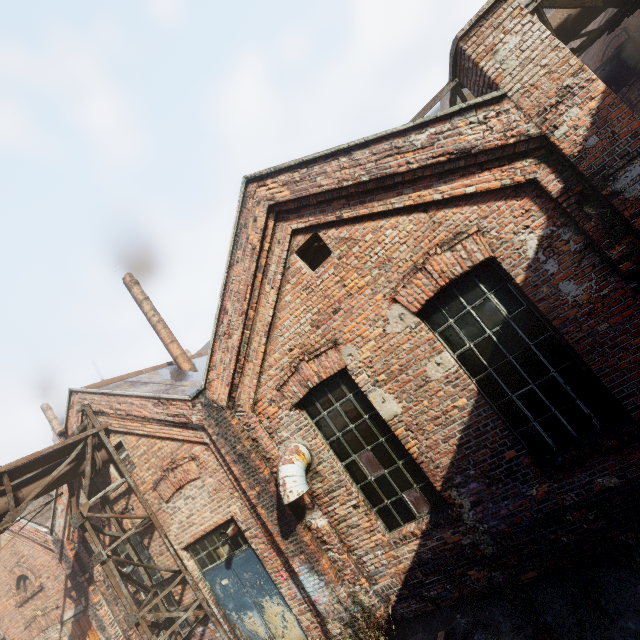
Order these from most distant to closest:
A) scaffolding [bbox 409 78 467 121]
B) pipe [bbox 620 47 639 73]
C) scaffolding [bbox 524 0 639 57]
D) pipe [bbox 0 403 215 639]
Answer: pipe [bbox 620 47 639 73] → pipe [bbox 0 403 215 639] → scaffolding [bbox 409 78 467 121] → scaffolding [bbox 524 0 639 57]

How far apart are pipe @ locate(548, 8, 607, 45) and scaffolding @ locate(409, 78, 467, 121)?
0.0m

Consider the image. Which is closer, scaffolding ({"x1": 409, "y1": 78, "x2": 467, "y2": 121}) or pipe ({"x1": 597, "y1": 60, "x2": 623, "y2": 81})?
scaffolding ({"x1": 409, "y1": 78, "x2": 467, "y2": 121})

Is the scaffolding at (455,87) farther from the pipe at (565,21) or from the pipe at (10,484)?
the pipe at (10,484)

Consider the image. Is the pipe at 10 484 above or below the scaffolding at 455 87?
below

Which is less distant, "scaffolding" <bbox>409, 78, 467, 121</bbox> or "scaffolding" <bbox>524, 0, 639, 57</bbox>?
"scaffolding" <bbox>524, 0, 639, 57</bbox>

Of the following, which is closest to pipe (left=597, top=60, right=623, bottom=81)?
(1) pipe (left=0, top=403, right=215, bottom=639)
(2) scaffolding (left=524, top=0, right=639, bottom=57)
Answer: (2) scaffolding (left=524, top=0, right=639, bottom=57)

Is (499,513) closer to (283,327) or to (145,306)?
(283,327)
